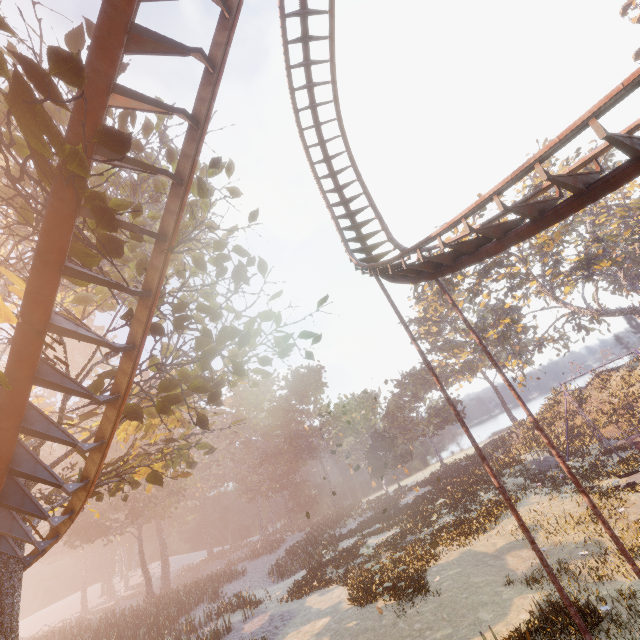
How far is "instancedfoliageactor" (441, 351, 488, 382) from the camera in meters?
55.6 m

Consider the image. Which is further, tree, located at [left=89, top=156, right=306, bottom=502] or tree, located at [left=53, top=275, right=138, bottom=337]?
tree, located at [left=89, top=156, right=306, bottom=502]

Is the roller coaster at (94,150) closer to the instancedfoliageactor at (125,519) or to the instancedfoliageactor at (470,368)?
the instancedfoliageactor at (125,519)

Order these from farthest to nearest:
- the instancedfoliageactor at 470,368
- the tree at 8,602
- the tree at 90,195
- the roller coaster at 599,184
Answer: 1. the instancedfoliageactor at 470,368
2. the tree at 8,602
3. the roller coaster at 599,184
4. the tree at 90,195

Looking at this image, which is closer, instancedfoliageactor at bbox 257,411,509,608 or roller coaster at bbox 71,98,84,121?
roller coaster at bbox 71,98,84,121

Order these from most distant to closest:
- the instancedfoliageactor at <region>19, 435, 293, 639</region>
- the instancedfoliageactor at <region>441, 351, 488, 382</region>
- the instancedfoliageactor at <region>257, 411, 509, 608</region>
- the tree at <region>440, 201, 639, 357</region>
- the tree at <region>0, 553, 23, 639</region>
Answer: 1. the instancedfoliageactor at <region>441, 351, 488, 382</region>
2. the tree at <region>440, 201, 639, 357</region>
3. the instancedfoliageactor at <region>19, 435, 293, 639</region>
4. the instancedfoliageactor at <region>257, 411, 509, 608</region>
5. the tree at <region>0, 553, 23, 639</region>

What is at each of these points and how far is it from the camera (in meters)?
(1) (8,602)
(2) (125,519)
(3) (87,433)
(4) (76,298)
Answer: (1) tree, 6.23
(2) instancedfoliageactor, 36.81
(3) tree, 14.05
(4) tree, 9.24

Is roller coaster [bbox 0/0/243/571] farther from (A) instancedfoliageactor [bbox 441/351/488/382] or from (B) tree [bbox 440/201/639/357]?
(A) instancedfoliageactor [bbox 441/351/488/382]
